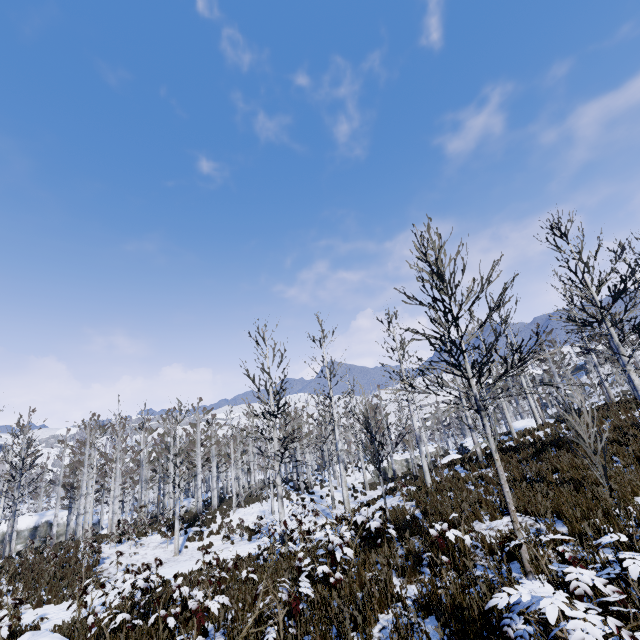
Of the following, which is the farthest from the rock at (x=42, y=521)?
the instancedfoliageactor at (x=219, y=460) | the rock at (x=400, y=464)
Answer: the rock at (x=400, y=464)

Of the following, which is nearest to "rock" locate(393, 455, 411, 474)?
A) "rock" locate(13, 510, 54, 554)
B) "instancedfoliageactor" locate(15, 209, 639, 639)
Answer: "instancedfoliageactor" locate(15, 209, 639, 639)

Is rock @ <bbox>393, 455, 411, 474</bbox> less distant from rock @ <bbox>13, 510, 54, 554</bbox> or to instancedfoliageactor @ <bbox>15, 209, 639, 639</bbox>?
instancedfoliageactor @ <bbox>15, 209, 639, 639</bbox>

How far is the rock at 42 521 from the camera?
31.17m

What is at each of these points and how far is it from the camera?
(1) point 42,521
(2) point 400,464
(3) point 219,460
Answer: (1) rock, 32.94m
(2) rock, 36.56m
(3) instancedfoliageactor, 44.31m

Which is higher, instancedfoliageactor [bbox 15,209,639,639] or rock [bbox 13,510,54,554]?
instancedfoliageactor [bbox 15,209,639,639]

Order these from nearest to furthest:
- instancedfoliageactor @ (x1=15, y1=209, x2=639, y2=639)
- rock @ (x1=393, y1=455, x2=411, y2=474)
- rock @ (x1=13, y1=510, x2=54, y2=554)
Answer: instancedfoliageactor @ (x1=15, y1=209, x2=639, y2=639)
rock @ (x1=13, y1=510, x2=54, y2=554)
rock @ (x1=393, y1=455, x2=411, y2=474)

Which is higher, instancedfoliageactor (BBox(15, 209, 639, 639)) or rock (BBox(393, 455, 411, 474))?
instancedfoliageactor (BBox(15, 209, 639, 639))
